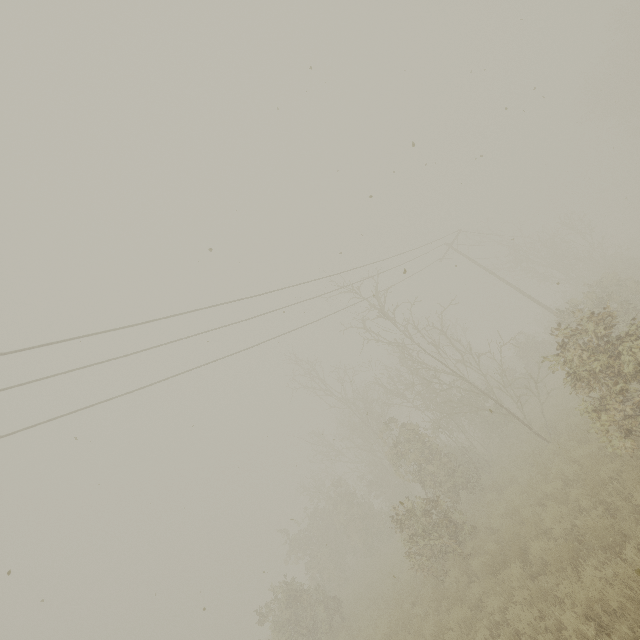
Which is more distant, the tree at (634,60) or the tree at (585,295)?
the tree at (634,60)

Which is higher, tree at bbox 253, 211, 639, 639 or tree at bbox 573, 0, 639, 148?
tree at bbox 573, 0, 639, 148

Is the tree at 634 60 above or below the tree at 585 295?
above

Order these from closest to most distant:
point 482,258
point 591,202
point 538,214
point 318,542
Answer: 1. point 538,214
2. point 318,542
3. point 482,258
4. point 591,202

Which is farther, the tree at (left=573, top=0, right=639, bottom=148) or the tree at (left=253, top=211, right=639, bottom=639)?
the tree at (left=573, top=0, right=639, bottom=148)
